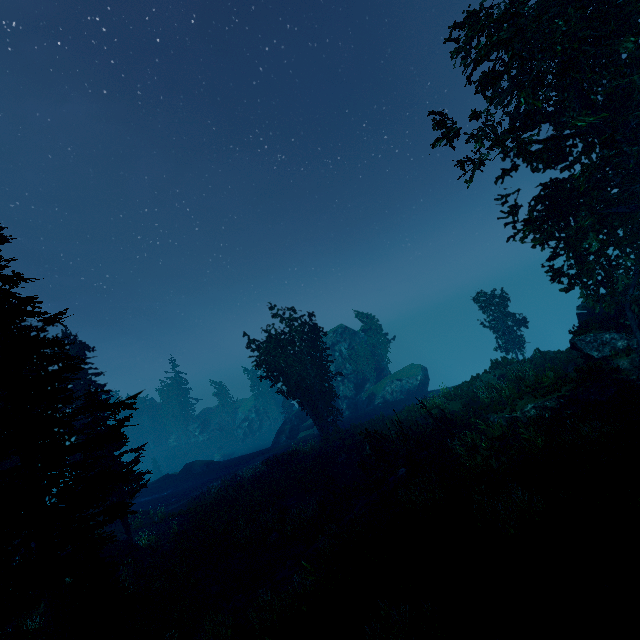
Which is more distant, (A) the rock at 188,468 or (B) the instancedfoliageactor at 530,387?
(A) the rock at 188,468

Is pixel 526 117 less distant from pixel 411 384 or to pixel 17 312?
pixel 17 312

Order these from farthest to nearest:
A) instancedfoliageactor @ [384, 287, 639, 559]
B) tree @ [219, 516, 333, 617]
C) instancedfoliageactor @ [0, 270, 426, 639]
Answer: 1. tree @ [219, 516, 333, 617]
2. instancedfoliageactor @ [384, 287, 639, 559]
3. instancedfoliageactor @ [0, 270, 426, 639]

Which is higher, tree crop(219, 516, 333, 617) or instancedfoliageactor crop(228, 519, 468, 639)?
instancedfoliageactor crop(228, 519, 468, 639)

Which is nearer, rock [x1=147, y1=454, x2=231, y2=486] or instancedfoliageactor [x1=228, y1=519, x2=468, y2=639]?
instancedfoliageactor [x1=228, y1=519, x2=468, y2=639]

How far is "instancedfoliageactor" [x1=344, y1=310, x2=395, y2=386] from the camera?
46.5 meters

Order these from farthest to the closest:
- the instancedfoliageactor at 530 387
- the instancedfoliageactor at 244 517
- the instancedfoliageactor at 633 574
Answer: the instancedfoliageactor at 530 387 → the instancedfoliageactor at 244 517 → the instancedfoliageactor at 633 574

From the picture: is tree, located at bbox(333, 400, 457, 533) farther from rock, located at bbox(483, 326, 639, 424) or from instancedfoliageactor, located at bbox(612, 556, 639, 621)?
rock, located at bbox(483, 326, 639, 424)
